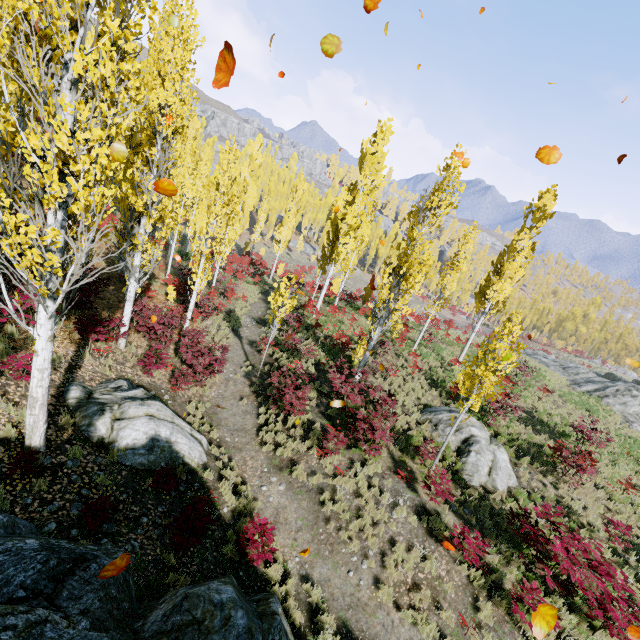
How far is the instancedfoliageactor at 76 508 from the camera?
5.79m

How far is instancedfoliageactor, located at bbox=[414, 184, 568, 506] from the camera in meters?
9.6

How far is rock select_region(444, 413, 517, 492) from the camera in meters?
11.7 m

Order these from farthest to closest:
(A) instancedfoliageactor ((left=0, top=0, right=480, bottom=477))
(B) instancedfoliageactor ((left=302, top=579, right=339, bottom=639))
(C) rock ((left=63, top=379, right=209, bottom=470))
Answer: (C) rock ((left=63, top=379, right=209, bottom=470))
(B) instancedfoliageactor ((left=302, top=579, right=339, bottom=639))
(A) instancedfoliageactor ((left=0, top=0, right=480, bottom=477))

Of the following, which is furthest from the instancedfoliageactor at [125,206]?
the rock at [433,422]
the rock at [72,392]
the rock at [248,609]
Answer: the rock at [72,392]

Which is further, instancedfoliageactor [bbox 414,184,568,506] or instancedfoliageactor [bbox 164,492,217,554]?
instancedfoliageactor [bbox 414,184,568,506]

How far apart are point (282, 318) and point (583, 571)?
17.8 meters

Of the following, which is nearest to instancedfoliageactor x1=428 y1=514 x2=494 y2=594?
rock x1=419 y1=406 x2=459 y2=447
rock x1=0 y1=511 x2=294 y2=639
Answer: rock x1=0 y1=511 x2=294 y2=639
